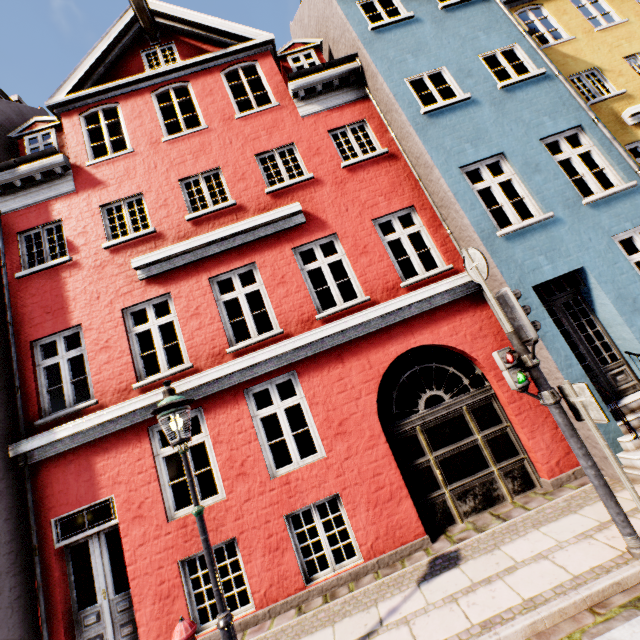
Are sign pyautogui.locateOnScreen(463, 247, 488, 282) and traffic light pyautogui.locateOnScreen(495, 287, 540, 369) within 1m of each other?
yes

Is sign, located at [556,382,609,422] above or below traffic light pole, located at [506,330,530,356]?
below

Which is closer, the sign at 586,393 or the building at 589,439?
the sign at 586,393

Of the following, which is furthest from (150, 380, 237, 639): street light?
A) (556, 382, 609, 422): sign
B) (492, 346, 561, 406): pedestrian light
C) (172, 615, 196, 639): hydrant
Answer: (556, 382, 609, 422): sign

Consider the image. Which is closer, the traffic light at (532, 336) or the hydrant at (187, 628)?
the hydrant at (187, 628)

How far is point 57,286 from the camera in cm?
726

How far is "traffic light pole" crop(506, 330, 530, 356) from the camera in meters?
4.3

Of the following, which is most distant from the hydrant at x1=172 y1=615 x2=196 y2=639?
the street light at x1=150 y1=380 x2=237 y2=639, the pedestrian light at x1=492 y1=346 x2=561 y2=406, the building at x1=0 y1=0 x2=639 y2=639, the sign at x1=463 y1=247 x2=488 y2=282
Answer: the sign at x1=463 y1=247 x2=488 y2=282
